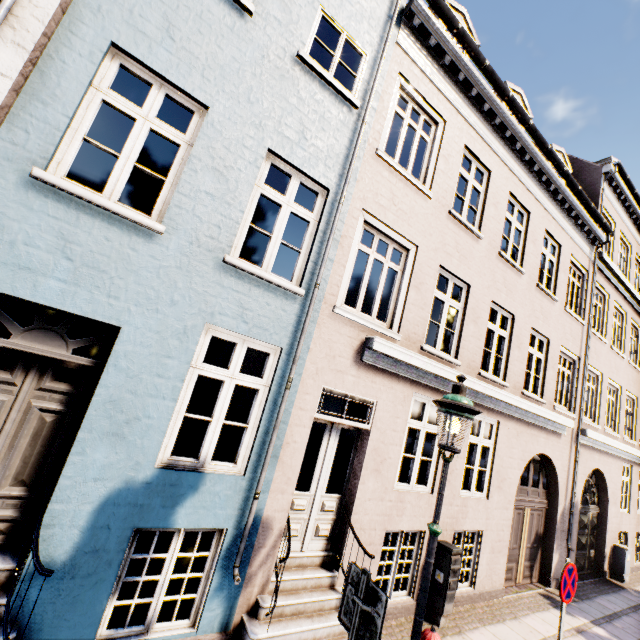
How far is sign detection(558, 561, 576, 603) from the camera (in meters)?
4.62

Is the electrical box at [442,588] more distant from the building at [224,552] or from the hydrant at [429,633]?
the building at [224,552]

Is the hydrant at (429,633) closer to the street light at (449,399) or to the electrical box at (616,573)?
the street light at (449,399)

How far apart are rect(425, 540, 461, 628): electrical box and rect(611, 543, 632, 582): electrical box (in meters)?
9.65

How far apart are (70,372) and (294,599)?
4.2m

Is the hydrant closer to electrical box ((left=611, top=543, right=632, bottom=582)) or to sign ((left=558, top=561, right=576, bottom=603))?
sign ((left=558, top=561, right=576, bottom=603))

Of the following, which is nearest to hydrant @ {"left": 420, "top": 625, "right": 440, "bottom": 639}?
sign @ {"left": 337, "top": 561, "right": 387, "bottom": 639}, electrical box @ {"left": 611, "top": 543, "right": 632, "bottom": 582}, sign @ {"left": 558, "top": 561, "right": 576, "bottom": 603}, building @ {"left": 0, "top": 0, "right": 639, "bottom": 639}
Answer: sign @ {"left": 337, "top": 561, "right": 387, "bottom": 639}

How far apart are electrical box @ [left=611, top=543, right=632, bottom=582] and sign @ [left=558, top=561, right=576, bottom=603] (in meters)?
9.52
